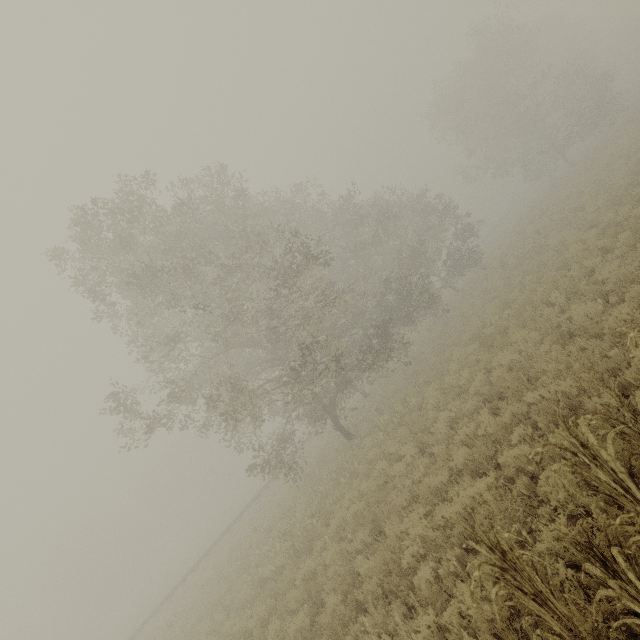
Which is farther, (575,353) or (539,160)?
(539,160)

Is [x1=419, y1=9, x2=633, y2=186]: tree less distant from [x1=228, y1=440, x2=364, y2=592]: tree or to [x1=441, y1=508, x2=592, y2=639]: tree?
[x1=441, y1=508, x2=592, y2=639]: tree

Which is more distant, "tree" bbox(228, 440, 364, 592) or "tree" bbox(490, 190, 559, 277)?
"tree" bbox(490, 190, 559, 277)

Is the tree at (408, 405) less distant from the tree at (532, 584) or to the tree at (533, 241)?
the tree at (532, 584)

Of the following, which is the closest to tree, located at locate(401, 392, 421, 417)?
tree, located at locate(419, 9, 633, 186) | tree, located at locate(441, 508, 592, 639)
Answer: tree, located at locate(441, 508, 592, 639)
